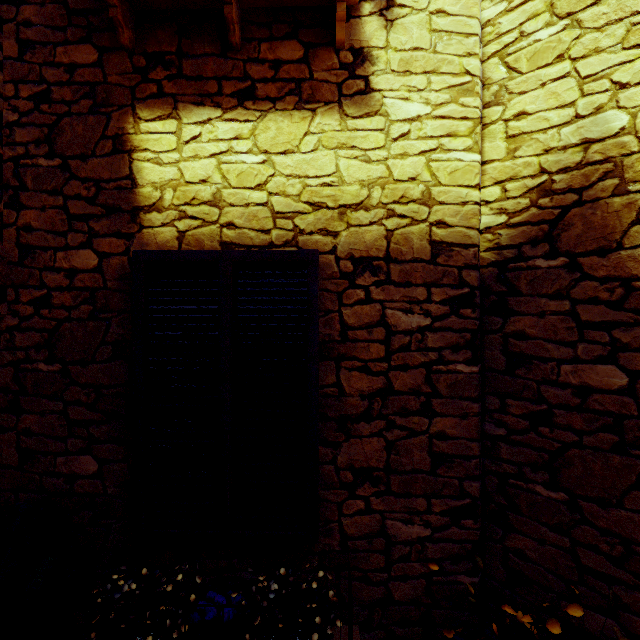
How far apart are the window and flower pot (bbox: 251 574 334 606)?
0.3 meters

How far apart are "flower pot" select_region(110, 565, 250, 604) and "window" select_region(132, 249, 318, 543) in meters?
0.5 m

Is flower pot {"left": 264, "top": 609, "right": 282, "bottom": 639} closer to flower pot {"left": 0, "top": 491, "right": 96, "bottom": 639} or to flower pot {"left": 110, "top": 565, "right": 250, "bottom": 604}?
flower pot {"left": 110, "top": 565, "right": 250, "bottom": 604}

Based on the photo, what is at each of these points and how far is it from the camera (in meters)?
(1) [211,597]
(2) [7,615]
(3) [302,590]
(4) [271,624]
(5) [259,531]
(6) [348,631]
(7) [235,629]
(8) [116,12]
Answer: (1) flower pot, 1.82
(2) flower pot, 1.49
(3) flower pot, 1.87
(4) flower pot, 1.64
(5) window, 1.83
(6) window sill, 1.78
(7) flower pot, 1.69
(8) window sill, 1.78

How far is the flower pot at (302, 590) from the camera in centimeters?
168cm

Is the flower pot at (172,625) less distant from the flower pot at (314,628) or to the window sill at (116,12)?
the flower pot at (314,628)

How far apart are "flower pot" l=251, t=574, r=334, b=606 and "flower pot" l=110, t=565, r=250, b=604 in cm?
8

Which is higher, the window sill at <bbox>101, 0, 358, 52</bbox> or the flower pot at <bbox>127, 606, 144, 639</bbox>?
the window sill at <bbox>101, 0, 358, 52</bbox>
